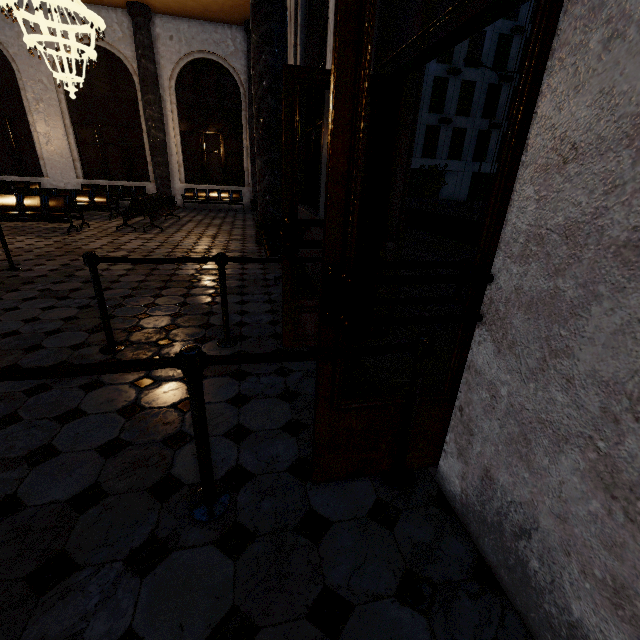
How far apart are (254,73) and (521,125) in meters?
6.8
